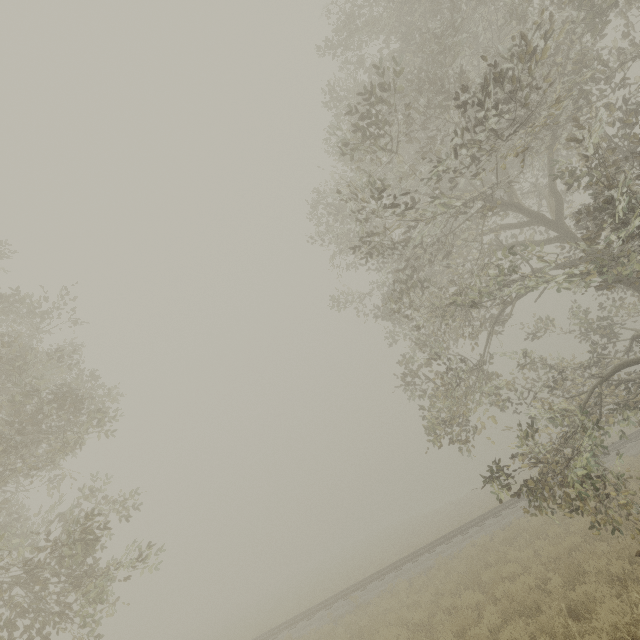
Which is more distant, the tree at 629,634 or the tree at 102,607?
the tree at 102,607

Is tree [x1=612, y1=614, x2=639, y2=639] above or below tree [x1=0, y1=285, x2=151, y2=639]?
below

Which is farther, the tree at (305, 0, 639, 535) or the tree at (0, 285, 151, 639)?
the tree at (0, 285, 151, 639)

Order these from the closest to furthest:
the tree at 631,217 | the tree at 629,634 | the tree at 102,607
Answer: the tree at 629,634 → the tree at 631,217 → the tree at 102,607

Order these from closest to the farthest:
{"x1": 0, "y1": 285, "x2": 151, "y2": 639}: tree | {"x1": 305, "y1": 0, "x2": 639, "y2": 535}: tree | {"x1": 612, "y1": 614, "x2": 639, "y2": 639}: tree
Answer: {"x1": 612, "y1": 614, "x2": 639, "y2": 639}: tree
{"x1": 305, "y1": 0, "x2": 639, "y2": 535}: tree
{"x1": 0, "y1": 285, "x2": 151, "y2": 639}: tree

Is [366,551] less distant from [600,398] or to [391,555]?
[391,555]
